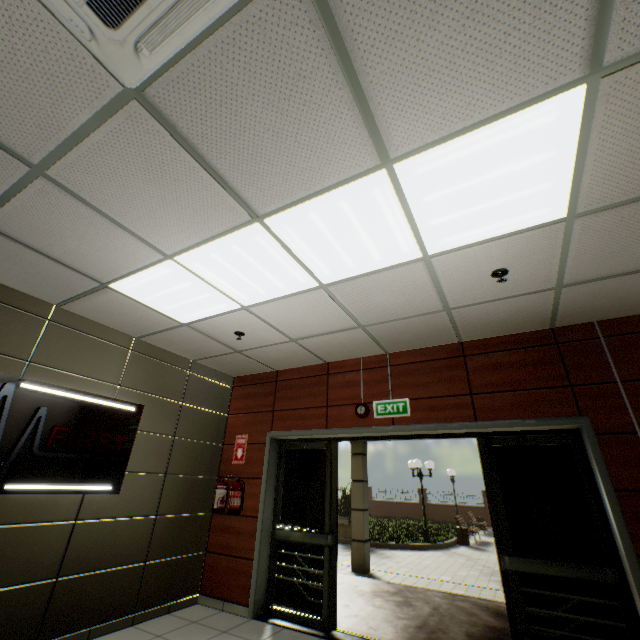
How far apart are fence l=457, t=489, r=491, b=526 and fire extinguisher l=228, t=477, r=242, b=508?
23.98m

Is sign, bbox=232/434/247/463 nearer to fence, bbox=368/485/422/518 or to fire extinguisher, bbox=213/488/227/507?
fire extinguisher, bbox=213/488/227/507

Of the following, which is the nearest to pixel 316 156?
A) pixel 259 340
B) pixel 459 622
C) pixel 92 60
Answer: pixel 92 60

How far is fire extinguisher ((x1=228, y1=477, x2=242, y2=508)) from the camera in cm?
470

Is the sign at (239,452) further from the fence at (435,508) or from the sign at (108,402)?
the fence at (435,508)

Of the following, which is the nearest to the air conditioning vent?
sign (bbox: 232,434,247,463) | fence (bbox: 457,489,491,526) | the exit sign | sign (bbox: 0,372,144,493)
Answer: sign (bbox: 0,372,144,493)

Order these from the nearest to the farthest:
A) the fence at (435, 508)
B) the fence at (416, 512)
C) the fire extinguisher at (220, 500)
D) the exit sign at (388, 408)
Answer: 1. the exit sign at (388, 408)
2. the fire extinguisher at (220, 500)
3. the fence at (435, 508)
4. the fence at (416, 512)

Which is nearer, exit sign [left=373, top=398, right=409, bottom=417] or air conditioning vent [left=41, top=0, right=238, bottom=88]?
air conditioning vent [left=41, top=0, right=238, bottom=88]
